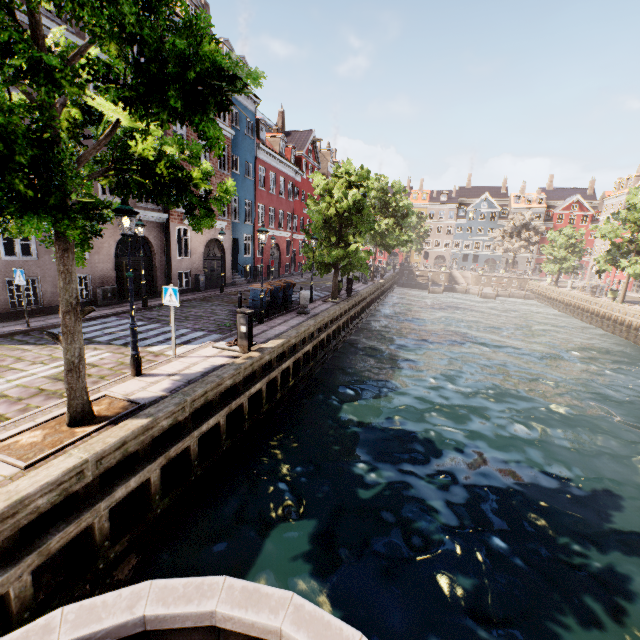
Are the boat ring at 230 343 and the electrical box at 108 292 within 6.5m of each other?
no

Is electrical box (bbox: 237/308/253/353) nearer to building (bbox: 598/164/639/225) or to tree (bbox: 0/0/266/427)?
tree (bbox: 0/0/266/427)

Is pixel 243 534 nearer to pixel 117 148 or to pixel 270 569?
pixel 270 569

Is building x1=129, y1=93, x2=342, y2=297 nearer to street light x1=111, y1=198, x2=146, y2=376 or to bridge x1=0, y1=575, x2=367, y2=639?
street light x1=111, y1=198, x2=146, y2=376

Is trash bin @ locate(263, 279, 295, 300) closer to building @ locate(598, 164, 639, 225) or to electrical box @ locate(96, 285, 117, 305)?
building @ locate(598, 164, 639, 225)

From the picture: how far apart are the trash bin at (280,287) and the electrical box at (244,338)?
6.3m

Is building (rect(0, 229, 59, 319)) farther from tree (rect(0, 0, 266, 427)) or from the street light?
tree (rect(0, 0, 266, 427))

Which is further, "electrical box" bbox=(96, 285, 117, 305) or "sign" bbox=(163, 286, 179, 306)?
"electrical box" bbox=(96, 285, 117, 305)
